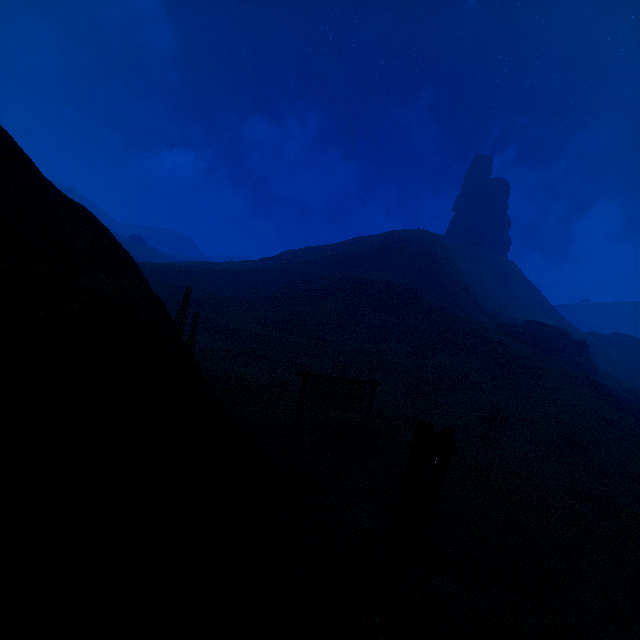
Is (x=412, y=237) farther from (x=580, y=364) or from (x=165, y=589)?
(x=165, y=589)

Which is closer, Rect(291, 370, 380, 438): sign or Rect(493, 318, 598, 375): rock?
Rect(291, 370, 380, 438): sign

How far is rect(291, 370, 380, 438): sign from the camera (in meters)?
10.98

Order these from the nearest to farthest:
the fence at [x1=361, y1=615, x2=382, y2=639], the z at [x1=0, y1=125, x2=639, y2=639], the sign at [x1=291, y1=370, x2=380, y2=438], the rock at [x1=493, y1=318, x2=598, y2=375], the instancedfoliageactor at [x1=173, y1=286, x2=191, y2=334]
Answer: the z at [x1=0, y1=125, x2=639, y2=639] → the fence at [x1=361, y1=615, x2=382, y2=639] → the sign at [x1=291, y1=370, x2=380, y2=438] → the instancedfoliageactor at [x1=173, y1=286, x2=191, y2=334] → the rock at [x1=493, y1=318, x2=598, y2=375]

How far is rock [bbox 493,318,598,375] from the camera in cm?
3659

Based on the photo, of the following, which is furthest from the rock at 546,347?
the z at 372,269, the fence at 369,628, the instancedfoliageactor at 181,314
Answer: the fence at 369,628

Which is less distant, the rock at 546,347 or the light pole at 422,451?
the light pole at 422,451

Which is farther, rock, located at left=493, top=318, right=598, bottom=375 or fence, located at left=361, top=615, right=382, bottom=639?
rock, located at left=493, top=318, right=598, bottom=375
